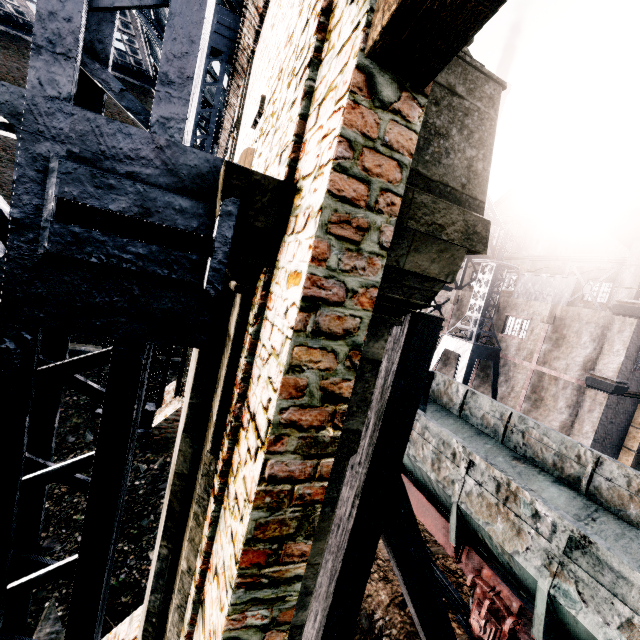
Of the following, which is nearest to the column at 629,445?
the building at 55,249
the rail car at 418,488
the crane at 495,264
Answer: the building at 55,249

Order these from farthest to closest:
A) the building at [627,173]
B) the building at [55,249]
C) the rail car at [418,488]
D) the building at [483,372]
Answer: the building at [483,372]
the building at [627,173]
the rail car at [418,488]
the building at [55,249]

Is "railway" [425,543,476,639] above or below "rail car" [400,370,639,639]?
below

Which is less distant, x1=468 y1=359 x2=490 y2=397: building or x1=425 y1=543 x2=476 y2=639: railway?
x1=425 y1=543 x2=476 y2=639: railway

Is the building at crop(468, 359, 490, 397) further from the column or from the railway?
the railway

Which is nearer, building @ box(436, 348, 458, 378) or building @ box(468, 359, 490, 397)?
building @ box(468, 359, 490, 397)

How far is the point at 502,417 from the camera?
11.59m

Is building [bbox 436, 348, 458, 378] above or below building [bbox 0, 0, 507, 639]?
below
